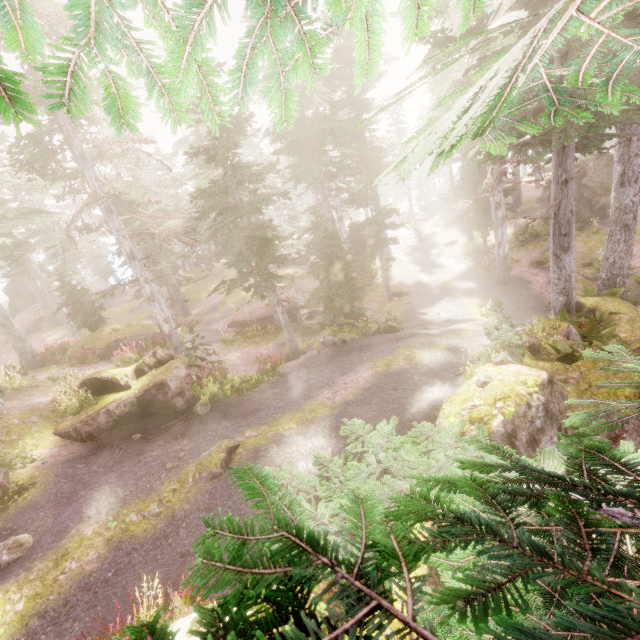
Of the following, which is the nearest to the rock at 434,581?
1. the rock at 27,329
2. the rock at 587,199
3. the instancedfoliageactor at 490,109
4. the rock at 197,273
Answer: the instancedfoliageactor at 490,109

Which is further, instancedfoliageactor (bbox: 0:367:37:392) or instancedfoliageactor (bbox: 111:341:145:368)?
instancedfoliageactor (bbox: 0:367:37:392)

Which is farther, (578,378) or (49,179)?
(49,179)

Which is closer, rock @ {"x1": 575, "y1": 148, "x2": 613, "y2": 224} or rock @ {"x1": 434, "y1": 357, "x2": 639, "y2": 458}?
rock @ {"x1": 434, "y1": 357, "x2": 639, "y2": 458}

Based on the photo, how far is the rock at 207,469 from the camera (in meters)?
9.02

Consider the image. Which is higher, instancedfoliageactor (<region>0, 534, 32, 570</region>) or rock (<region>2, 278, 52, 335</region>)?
rock (<region>2, 278, 52, 335</region>)

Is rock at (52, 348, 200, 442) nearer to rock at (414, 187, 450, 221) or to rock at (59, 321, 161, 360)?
rock at (59, 321, 161, 360)
